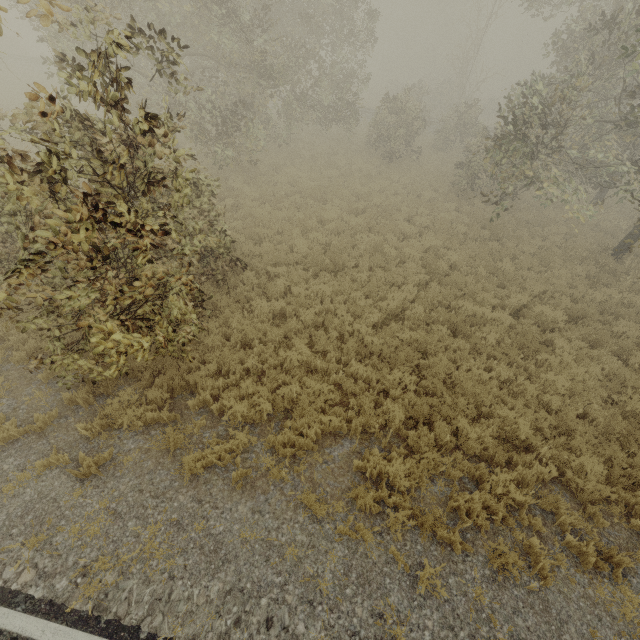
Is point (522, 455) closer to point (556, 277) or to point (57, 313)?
point (556, 277)
